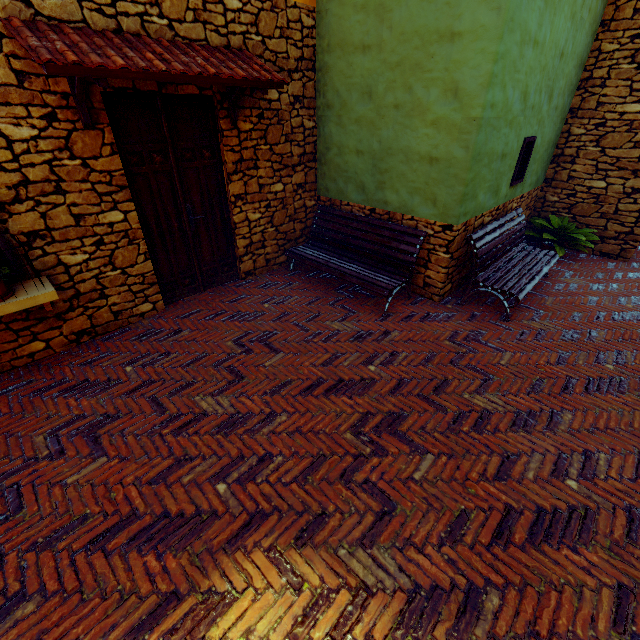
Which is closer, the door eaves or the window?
the door eaves

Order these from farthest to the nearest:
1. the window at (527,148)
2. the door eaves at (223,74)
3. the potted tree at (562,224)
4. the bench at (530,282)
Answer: the potted tree at (562,224) → the window at (527,148) → the bench at (530,282) → the door eaves at (223,74)

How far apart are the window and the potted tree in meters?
1.2 m

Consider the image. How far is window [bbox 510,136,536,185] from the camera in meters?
5.1

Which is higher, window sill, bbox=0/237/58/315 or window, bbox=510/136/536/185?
window, bbox=510/136/536/185

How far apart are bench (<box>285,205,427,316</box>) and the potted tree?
3.33m

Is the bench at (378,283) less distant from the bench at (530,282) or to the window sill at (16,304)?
the bench at (530,282)

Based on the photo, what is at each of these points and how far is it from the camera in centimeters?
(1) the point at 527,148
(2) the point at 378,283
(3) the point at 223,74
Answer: (1) window, 542cm
(2) bench, 459cm
(3) door eaves, 340cm
